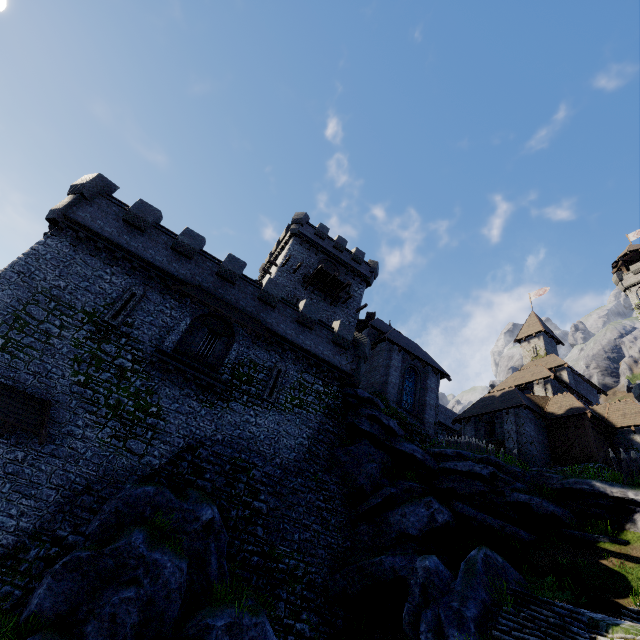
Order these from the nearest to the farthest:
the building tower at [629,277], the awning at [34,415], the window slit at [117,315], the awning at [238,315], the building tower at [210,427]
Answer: the awning at [34,415], the building tower at [210,427], the window slit at [117,315], the awning at [238,315], the building tower at [629,277]

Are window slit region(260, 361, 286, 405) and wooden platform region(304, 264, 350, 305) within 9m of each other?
no

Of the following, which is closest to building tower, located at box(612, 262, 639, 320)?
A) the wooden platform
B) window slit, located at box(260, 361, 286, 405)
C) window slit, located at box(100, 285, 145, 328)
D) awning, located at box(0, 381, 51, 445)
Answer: the wooden platform

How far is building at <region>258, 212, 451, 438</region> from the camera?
24.8 meters

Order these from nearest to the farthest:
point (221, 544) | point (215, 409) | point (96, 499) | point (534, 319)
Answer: point (96, 499), point (221, 544), point (215, 409), point (534, 319)

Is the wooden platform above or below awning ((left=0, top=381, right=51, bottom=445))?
above

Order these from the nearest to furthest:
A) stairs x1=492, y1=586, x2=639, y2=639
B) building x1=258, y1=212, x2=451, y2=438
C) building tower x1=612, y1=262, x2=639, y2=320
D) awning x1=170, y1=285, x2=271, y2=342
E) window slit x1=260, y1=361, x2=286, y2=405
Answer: stairs x1=492, y1=586, x2=639, y2=639
awning x1=170, y1=285, x2=271, y2=342
window slit x1=260, y1=361, x2=286, y2=405
building x1=258, y1=212, x2=451, y2=438
building tower x1=612, y1=262, x2=639, y2=320

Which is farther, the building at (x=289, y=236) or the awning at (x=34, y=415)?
the building at (x=289, y=236)
